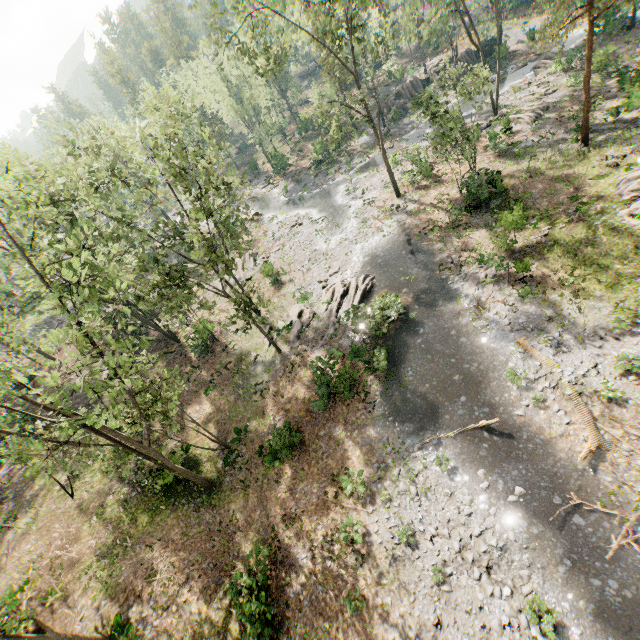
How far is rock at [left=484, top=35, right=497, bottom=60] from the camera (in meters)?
42.56

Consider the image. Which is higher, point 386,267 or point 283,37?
point 283,37

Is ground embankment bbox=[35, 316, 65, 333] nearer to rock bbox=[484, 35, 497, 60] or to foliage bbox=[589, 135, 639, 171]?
foliage bbox=[589, 135, 639, 171]

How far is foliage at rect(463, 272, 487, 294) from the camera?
21.5 meters

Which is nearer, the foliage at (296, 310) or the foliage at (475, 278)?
the foliage at (475, 278)

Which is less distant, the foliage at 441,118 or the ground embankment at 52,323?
the foliage at 441,118

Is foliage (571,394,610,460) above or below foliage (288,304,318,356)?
above
